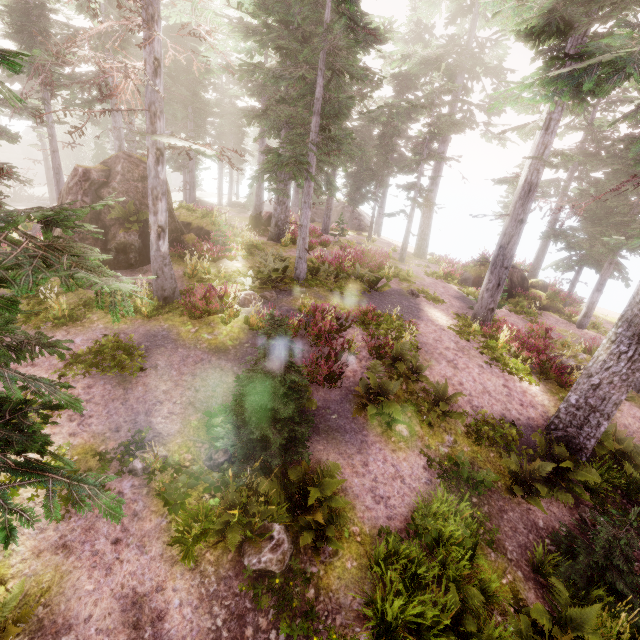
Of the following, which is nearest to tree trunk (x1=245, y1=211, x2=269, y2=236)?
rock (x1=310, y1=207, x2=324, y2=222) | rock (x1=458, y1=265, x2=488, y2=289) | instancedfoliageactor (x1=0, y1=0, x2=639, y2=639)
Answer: instancedfoliageactor (x1=0, y1=0, x2=639, y2=639)

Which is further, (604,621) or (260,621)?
→ (604,621)

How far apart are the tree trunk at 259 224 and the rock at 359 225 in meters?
17.6 m

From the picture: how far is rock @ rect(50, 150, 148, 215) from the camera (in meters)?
12.89

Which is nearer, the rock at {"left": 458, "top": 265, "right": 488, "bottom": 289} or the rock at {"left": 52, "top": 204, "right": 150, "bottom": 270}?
the rock at {"left": 52, "top": 204, "right": 150, "bottom": 270}

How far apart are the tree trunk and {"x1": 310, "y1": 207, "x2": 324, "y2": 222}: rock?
17.6 meters

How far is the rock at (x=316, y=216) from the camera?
39.9m

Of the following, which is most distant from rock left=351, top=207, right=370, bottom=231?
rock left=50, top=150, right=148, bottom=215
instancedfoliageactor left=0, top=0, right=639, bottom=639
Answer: rock left=50, top=150, right=148, bottom=215
